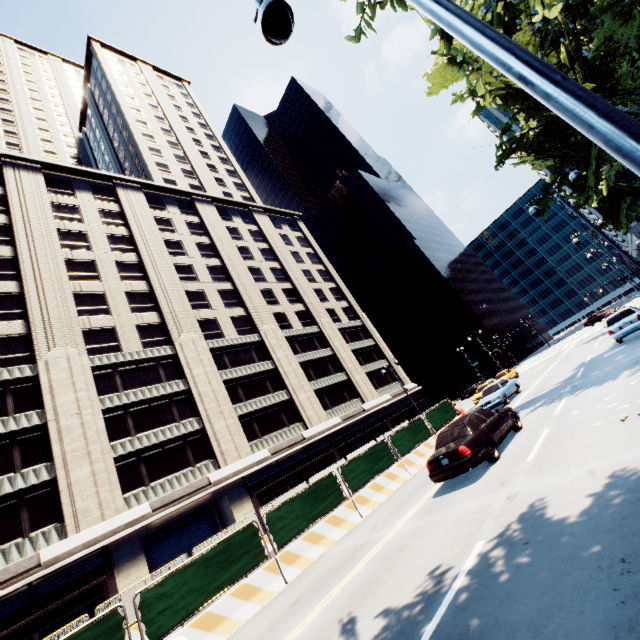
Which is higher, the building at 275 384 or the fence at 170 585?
the building at 275 384

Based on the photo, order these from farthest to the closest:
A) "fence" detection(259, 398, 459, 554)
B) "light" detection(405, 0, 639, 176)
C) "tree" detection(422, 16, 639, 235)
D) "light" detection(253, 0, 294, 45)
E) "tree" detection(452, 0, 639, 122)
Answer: "fence" detection(259, 398, 459, 554)
"tree" detection(422, 16, 639, 235)
"tree" detection(452, 0, 639, 122)
"light" detection(253, 0, 294, 45)
"light" detection(405, 0, 639, 176)

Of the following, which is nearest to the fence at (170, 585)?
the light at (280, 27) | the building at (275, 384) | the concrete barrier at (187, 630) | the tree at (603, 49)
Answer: the concrete barrier at (187, 630)

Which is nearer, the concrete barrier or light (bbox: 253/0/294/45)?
light (bbox: 253/0/294/45)

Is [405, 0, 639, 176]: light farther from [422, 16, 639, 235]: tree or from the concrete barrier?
the concrete barrier

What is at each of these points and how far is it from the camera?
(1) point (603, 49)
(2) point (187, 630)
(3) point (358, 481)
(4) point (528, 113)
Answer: (1) tree, 16.6m
(2) concrete barrier, 8.5m
(3) fence, 14.3m
(4) tree, 16.4m

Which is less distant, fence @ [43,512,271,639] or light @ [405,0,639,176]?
light @ [405,0,639,176]
